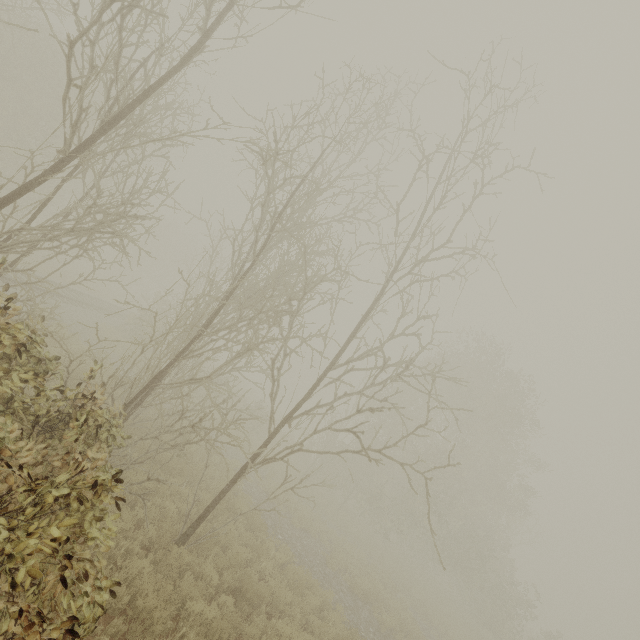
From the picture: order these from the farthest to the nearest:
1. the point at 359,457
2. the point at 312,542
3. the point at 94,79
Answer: the point at 359,457, the point at 312,542, the point at 94,79
